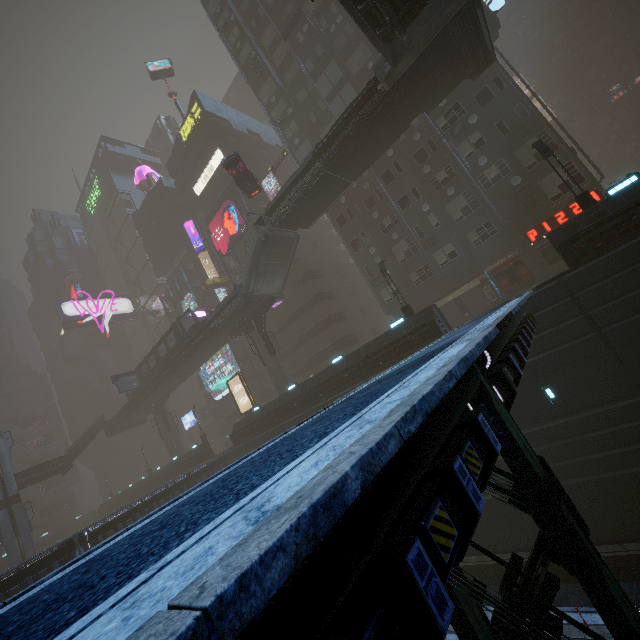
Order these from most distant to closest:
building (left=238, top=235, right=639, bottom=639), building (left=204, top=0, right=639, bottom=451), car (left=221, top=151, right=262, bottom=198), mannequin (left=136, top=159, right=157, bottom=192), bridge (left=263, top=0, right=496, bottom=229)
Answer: mannequin (left=136, top=159, right=157, bottom=192)
car (left=221, top=151, right=262, bottom=198)
building (left=204, top=0, right=639, bottom=451)
bridge (left=263, top=0, right=496, bottom=229)
building (left=238, top=235, right=639, bottom=639)

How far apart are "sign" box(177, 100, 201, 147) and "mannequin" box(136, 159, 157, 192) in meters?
13.2

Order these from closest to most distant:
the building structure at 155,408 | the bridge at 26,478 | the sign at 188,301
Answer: the bridge at 26,478 → the building structure at 155,408 → the sign at 188,301

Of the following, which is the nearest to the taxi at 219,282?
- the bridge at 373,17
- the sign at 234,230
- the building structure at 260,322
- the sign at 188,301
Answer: the sign at 234,230

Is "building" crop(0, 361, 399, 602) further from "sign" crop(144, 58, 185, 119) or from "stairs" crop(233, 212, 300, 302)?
"sign" crop(144, 58, 185, 119)

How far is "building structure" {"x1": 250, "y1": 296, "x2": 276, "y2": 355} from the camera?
31.5m

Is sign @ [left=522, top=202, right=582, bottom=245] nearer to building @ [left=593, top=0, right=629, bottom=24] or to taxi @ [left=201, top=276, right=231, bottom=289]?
building @ [left=593, top=0, right=629, bottom=24]

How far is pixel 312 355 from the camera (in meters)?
39.59
